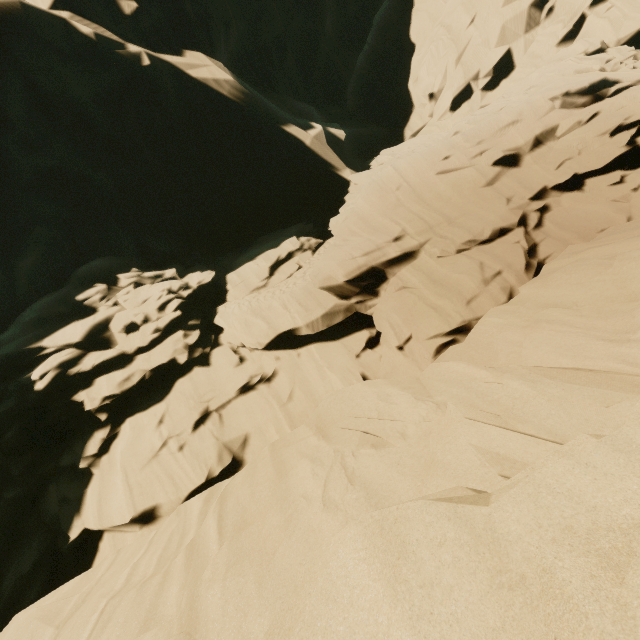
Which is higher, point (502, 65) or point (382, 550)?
point (502, 65)
